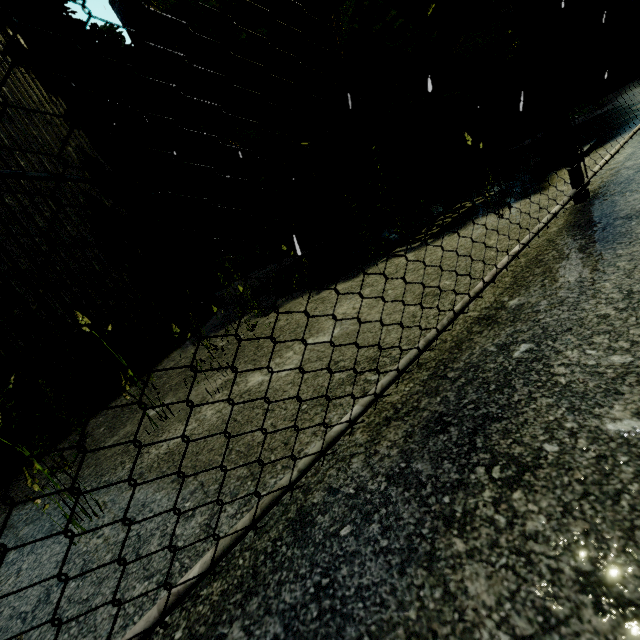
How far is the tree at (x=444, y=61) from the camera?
3.1m

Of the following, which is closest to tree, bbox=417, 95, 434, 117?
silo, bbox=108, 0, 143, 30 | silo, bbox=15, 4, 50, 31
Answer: silo, bbox=15, 4, 50, 31

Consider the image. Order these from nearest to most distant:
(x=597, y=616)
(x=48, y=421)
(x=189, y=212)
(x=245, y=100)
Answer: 1. (x=597, y=616)
2. (x=48, y=421)
3. (x=245, y=100)
4. (x=189, y=212)

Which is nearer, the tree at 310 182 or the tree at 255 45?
the tree at 255 45

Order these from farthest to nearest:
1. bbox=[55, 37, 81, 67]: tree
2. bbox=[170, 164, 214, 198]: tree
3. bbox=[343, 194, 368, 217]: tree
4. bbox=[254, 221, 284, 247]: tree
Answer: bbox=[170, 164, 214, 198]: tree, bbox=[55, 37, 81, 67]: tree, bbox=[254, 221, 284, 247]: tree, bbox=[343, 194, 368, 217]: tree

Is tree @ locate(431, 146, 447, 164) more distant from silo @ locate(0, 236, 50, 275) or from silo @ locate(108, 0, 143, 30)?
silo @ locate(108, 0, 143, 30)
